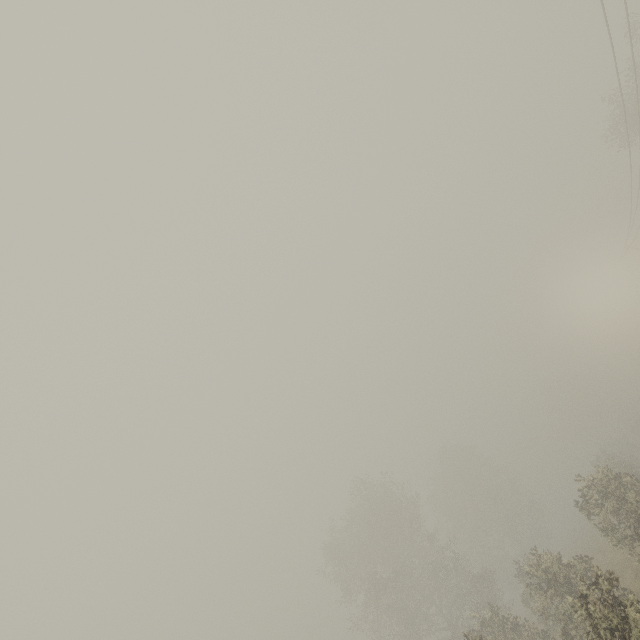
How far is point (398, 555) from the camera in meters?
33.5

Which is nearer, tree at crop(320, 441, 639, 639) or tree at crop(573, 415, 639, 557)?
tree at crop(320, 441, 639, 639)

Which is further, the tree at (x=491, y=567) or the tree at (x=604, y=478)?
the tree at (x=604, y=478)
